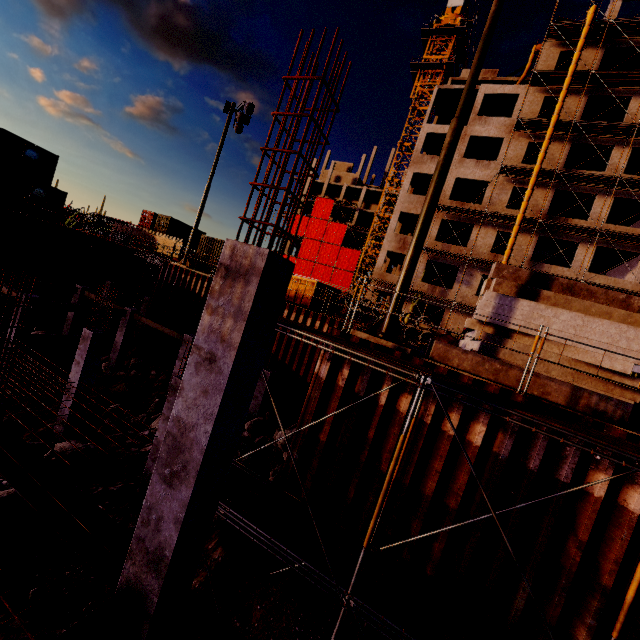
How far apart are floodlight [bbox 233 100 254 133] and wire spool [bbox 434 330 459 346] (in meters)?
19.59

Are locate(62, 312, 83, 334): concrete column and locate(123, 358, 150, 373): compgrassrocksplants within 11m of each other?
yes

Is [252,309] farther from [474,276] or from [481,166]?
[481,166]

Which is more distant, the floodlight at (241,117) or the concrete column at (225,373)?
the floodlight at (241,117)

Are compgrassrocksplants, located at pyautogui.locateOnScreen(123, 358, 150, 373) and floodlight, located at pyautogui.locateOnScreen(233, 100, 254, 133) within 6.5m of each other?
no

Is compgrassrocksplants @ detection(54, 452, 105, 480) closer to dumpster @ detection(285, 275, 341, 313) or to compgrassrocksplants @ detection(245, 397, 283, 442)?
compgrassrocksplants @ detection(245, 397, 283, 442)

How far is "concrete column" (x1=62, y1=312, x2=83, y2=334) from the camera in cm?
2069

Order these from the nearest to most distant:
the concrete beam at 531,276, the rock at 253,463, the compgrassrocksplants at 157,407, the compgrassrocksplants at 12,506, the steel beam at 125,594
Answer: the steel beam at 125,594
the compgrassrocksplants at 12,506
the concrete beam at 531,276
the rock at 253,463
the compgrassrocksplants at 157,407
